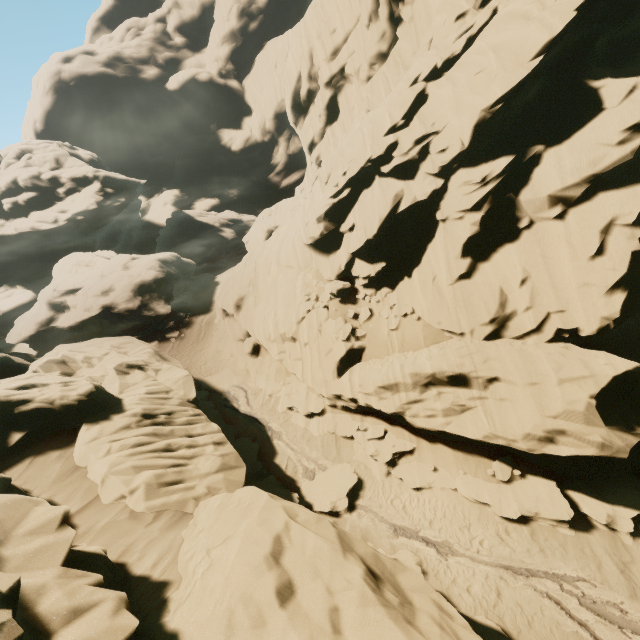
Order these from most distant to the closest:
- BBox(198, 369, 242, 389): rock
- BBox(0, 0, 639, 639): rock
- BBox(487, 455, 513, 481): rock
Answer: BBox(198, 369, 242, 389): rock, BBox(487, 455, 513, 481): rock, BBox(0, 0, 639, 639): rock

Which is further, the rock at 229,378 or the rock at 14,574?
the rock at 229,378

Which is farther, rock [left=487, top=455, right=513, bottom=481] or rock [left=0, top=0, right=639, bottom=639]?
rock [left=487, top=455, right=513, bottom=481]

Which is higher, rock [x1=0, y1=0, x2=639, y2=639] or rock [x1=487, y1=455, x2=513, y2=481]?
rock [x1=0, y1=0, x2=639, y2=639]

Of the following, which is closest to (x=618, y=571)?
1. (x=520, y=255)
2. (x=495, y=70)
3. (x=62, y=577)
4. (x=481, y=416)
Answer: (x=481, y=416)
